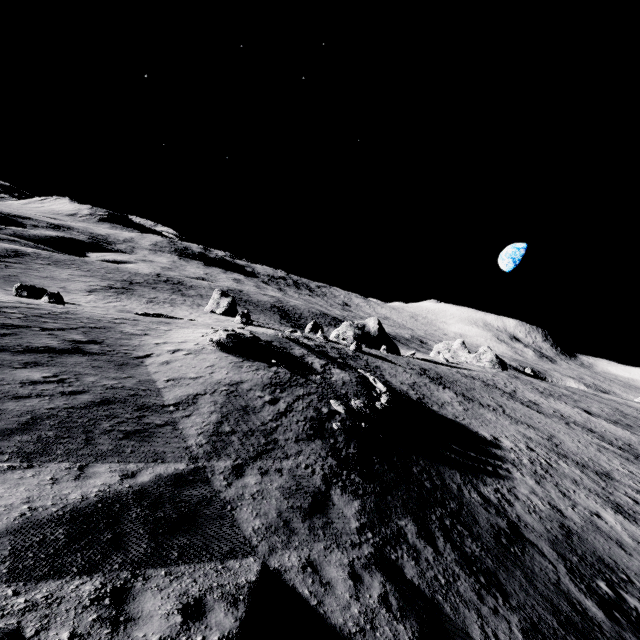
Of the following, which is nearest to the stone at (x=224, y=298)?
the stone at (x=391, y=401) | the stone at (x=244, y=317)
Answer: the stone at (x=244, y=317)

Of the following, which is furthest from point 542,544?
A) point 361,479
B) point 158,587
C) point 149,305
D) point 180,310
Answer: point 149,305

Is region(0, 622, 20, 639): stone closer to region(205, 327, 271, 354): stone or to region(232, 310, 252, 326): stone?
region(205, 327, 271, 354): stone

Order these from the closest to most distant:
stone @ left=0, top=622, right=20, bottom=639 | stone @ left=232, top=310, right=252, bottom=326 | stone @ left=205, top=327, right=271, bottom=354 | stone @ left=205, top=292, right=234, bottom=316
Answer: stone @ left=0, top=622, right=20, bottom=639
stone @ left=205, top=327, right=271, bottom=354
stone @ left=232, top=310, right=252, bottom=326
stone @ left=205, top=292, right=234, bottom=316

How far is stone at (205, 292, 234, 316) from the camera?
58.4m

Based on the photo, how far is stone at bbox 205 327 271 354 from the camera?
20.61m

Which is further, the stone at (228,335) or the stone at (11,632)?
the stone at (228,335)

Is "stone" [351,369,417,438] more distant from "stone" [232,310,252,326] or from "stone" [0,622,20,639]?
"stone" [232,310,252,326]
